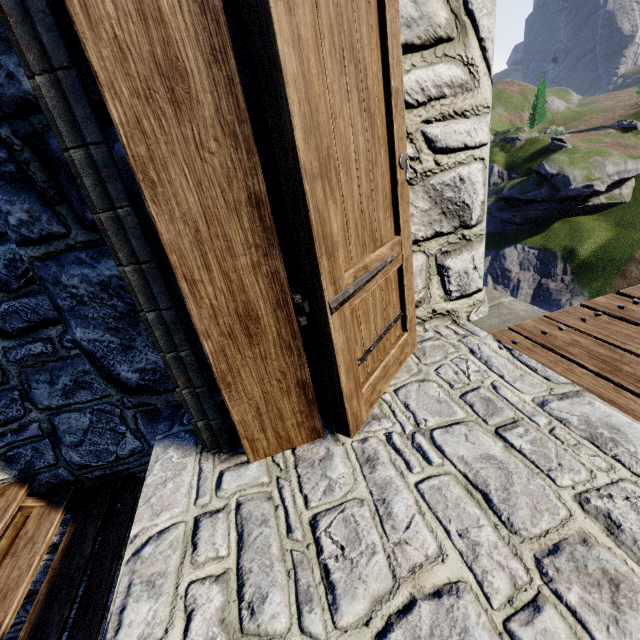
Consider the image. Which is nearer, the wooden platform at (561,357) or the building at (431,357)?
the building at (431,357)

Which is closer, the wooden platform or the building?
the building

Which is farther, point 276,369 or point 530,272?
point 530,272
